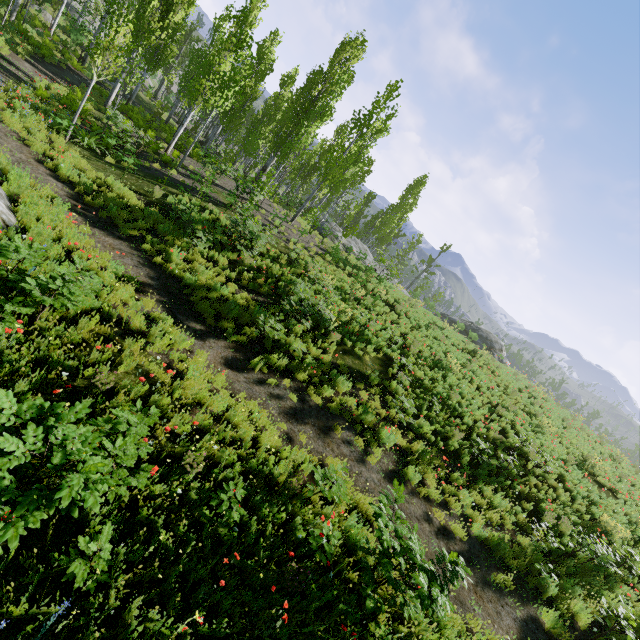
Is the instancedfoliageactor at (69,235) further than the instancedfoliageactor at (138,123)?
No

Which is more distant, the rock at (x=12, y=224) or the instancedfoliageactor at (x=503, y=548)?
the instancedfoliageactor at (x=503, y=548)

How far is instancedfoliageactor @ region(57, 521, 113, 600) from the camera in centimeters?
340cm

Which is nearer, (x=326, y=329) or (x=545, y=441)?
(x=326, y=329)

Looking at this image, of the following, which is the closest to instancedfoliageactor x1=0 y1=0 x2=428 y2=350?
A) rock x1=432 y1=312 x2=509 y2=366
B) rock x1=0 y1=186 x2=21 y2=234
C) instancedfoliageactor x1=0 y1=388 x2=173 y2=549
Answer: instancedfoliageactor x1=0 y1=388 x2=173 y2=549

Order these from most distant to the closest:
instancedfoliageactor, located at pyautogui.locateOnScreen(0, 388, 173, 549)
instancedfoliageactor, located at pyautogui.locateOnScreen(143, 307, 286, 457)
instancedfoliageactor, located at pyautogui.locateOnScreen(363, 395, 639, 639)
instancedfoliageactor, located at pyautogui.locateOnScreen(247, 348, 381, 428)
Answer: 1. instancedfoliageactor, located at pyautogui.locateOnScreen(247, 348, 381, 428)
2. instancedfoliageactor, located at pyautogui.locateOnScreen(363, 395, 639, 639)
3. instancedfoliageactor, located at pyautogui.locateOnScreen(143, 307, 286, 457)
4. instancedfoliageactor, located at pyautogui.locateOnScreen(0, 388, 173, 549)

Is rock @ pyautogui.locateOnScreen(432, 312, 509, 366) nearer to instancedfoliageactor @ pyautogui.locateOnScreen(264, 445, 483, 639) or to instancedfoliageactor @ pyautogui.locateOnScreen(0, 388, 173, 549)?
instancedfoliageactor @ pyautogui.locateOnScreen(264, 445, 483, 639)
